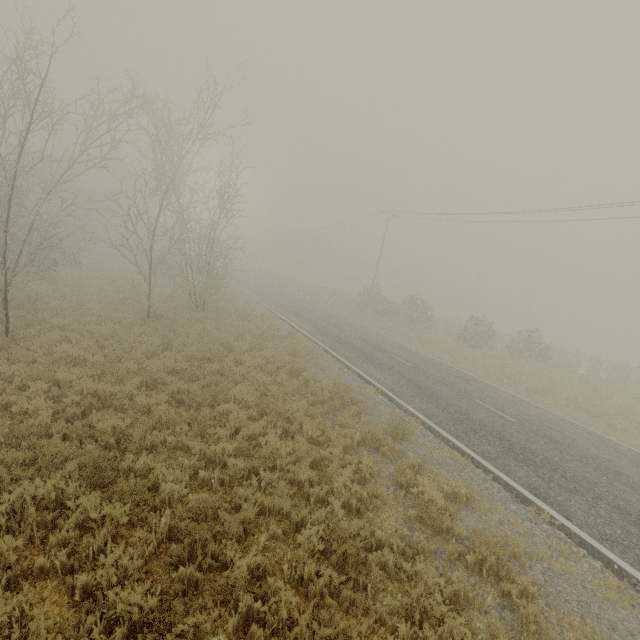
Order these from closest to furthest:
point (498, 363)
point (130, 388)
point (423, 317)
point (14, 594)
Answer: point (14, 594) < point (130, 388) < point (498, 363) < point (423, 317)
